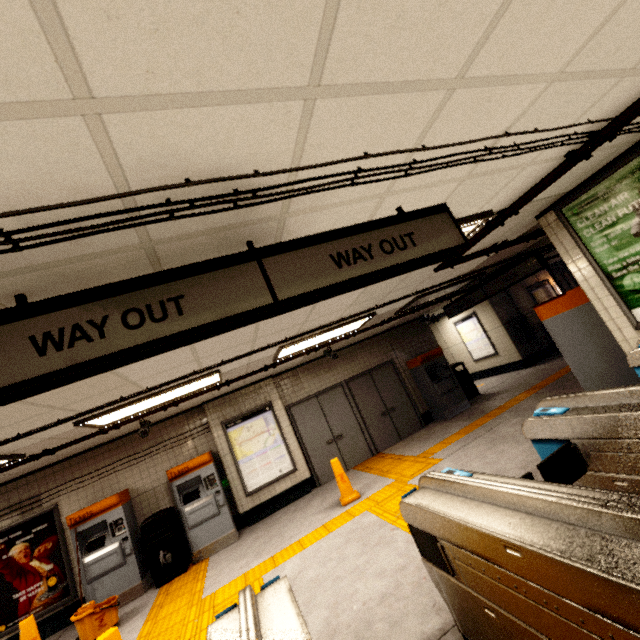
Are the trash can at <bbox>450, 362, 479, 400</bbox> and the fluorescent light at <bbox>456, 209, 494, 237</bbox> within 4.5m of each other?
no

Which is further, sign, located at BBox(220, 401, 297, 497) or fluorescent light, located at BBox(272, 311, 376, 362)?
sign, located at BBox(220, 401, 297, 497)

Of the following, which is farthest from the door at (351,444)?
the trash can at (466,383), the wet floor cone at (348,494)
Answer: the trash can at (466,383)

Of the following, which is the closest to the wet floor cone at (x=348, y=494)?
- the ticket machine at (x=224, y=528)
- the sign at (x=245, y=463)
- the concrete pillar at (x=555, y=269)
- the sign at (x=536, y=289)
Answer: the sign at (x=245, y=463)

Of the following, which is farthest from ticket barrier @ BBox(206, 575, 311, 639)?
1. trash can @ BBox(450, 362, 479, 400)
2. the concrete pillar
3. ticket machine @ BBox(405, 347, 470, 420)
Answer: the concrete pillar

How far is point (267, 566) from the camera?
4.8 meters

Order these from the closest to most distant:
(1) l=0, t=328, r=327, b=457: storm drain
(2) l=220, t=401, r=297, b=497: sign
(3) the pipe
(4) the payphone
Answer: (3) the pipe, (1) l=0, t=328, r=327, b=457: storm drain, (2) l=220, t=401, r=297, b=497: sign, (4) the payphone

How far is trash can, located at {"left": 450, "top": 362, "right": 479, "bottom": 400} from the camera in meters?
10.1
